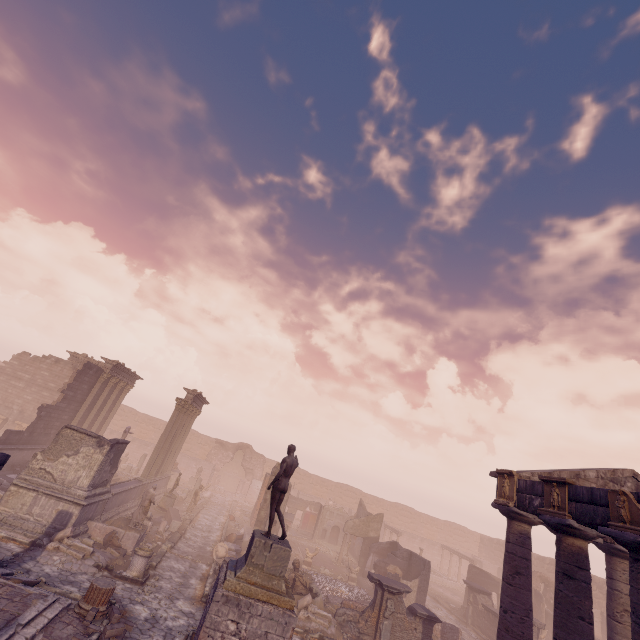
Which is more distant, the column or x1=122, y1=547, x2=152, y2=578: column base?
x1=122, y1=547, x2=152, y2=578: column base

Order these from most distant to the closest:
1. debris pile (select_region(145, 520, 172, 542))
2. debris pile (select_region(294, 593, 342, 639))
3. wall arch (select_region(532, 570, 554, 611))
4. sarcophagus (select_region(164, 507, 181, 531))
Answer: wall arch (select_region(532, 570, 554, 611)), sarcophagus (select_region(164, 507, 181, 531)), debris pile (select_region(145, 520, 172, 542)), debris pile (select_region(294, 593, 342, 639))

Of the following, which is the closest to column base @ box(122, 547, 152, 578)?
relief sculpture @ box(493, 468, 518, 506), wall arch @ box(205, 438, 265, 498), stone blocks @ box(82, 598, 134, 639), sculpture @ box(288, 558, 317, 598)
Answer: stone blocks @ box(82, 598, 134, 639)

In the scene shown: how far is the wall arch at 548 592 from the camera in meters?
25.9

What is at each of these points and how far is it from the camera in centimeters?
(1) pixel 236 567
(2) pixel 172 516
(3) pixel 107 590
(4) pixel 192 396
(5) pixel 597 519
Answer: (1) pedestal, 962cm
(2) sarcophagus, 1920cm
(3) column base, 918cm
(4) entablature, 2492cm
(5) entablature, 908cm

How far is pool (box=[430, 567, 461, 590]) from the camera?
30.3 meters

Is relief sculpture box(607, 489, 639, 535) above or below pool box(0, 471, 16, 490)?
above

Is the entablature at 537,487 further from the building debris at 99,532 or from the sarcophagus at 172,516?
the sarcophagus at 172,516
